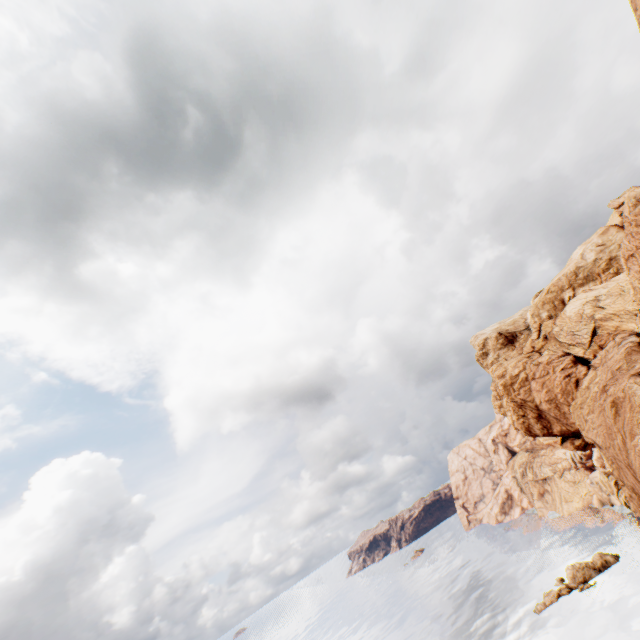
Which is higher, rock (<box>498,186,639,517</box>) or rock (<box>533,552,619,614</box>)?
rock (<box>498,186,639,517</box>)

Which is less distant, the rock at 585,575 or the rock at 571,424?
the rock at 571,424

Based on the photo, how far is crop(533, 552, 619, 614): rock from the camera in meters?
54.7

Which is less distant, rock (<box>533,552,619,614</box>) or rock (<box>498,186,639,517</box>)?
rock (<box>498,186,639,517</box>)

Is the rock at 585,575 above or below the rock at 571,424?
below

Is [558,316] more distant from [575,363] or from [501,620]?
[501,620]
